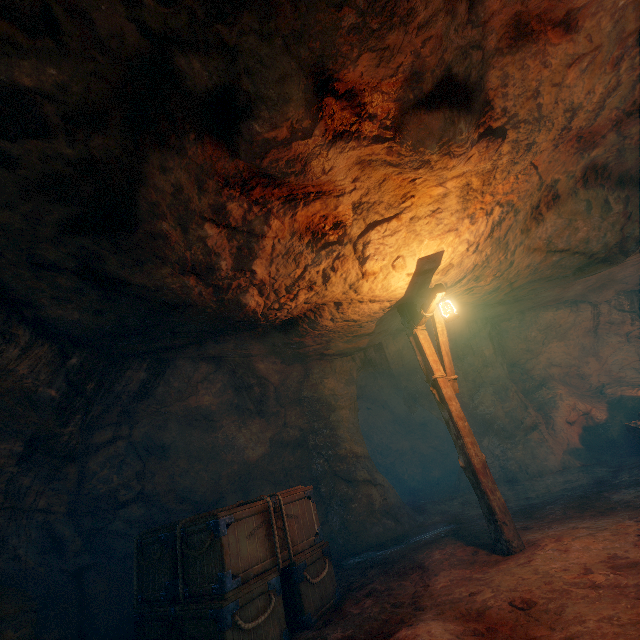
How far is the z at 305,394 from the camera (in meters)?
8.49

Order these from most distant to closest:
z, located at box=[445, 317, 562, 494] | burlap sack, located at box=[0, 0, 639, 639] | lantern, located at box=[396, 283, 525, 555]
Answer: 1. z, located at box=[445, 317, 562, 494]
2. lantern, located at box=[396, 283, 525, 555]
3. burlap sack, located at box=[0, 0, 639, 639]

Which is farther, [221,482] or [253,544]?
[221,482]

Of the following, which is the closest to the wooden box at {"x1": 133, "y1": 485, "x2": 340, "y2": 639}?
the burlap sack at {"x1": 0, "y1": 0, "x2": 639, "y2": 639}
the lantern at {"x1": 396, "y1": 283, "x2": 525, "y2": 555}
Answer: the burlap sack at {"x1": 0, "y1": 0, "x2": 639, "y2": 639}

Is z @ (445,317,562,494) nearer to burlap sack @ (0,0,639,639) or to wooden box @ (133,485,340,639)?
burlap sack @ (0,0,639,639)

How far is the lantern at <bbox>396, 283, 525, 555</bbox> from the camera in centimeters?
Answer: 515cm
